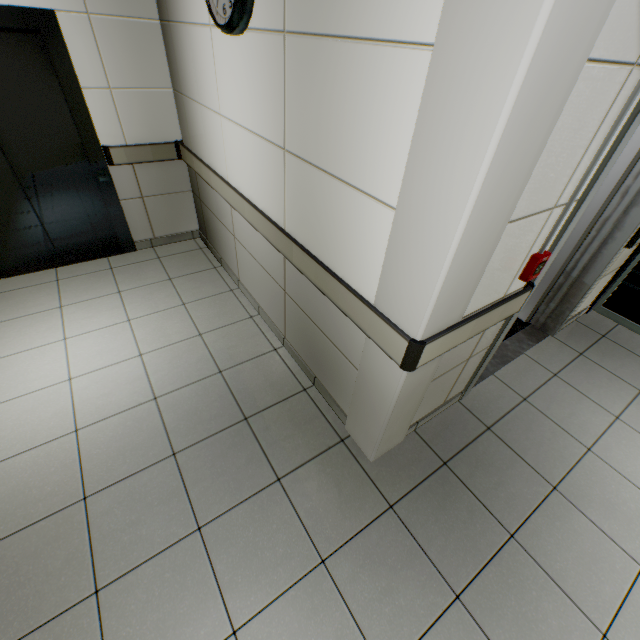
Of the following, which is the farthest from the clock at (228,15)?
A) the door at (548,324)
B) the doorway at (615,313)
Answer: the doorway at (615,313)

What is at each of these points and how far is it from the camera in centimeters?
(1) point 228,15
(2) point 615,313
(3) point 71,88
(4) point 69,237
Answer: (1) clock, 174cm
(2) doorway, 348cm
(3) elevator, 279cm
(4) elevator door, 354cm

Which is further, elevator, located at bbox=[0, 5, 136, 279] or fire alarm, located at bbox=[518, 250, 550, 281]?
elevator, located at bbox=[0, 5, 136, 279]

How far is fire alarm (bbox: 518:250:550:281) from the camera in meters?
1.6 m

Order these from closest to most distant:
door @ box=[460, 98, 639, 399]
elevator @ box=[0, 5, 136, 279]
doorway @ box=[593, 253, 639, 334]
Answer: door @ box=[460, 98, 639, 399]
elevator @ box=[0, 5, 136, 279]
doorway @ box=[593, 253, 639, 334]

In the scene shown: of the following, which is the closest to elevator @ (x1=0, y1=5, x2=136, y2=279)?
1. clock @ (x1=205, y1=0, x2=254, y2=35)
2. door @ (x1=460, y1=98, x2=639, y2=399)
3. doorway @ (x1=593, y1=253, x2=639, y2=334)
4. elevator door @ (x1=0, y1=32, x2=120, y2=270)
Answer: elevator door @ (x1=0, y1=32, x2=120, y2=270)

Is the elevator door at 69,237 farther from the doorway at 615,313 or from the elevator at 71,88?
the doorway at 615,313

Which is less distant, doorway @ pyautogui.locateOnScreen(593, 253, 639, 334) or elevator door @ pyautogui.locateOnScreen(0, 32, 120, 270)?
Result: elevator door @ pyautogui.locateOnScreen(0, 32, 120, 270)
